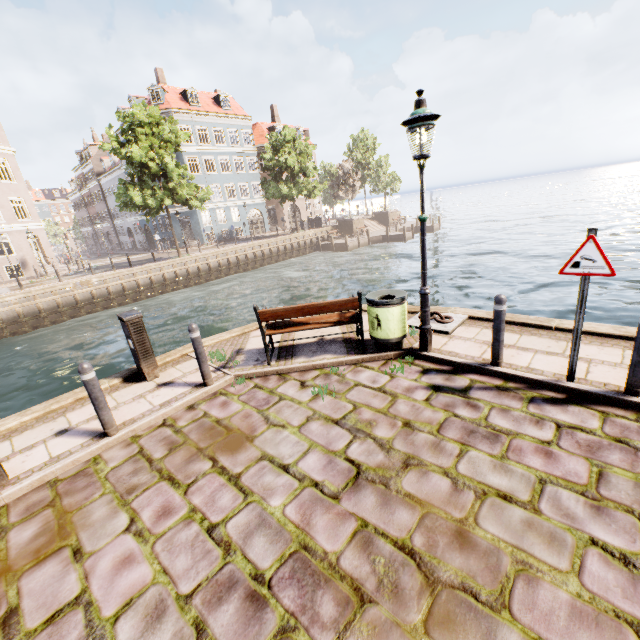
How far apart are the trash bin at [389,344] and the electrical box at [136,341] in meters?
4.0 m

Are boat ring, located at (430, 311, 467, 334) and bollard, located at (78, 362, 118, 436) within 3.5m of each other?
no

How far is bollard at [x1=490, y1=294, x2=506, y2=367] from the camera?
4.48m

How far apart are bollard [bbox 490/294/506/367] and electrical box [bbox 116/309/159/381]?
5.7m

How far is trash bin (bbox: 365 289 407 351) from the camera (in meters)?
5.39

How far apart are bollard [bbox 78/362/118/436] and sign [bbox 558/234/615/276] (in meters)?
6.03

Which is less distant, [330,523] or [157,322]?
[330,523]

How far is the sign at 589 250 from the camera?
3.58m
